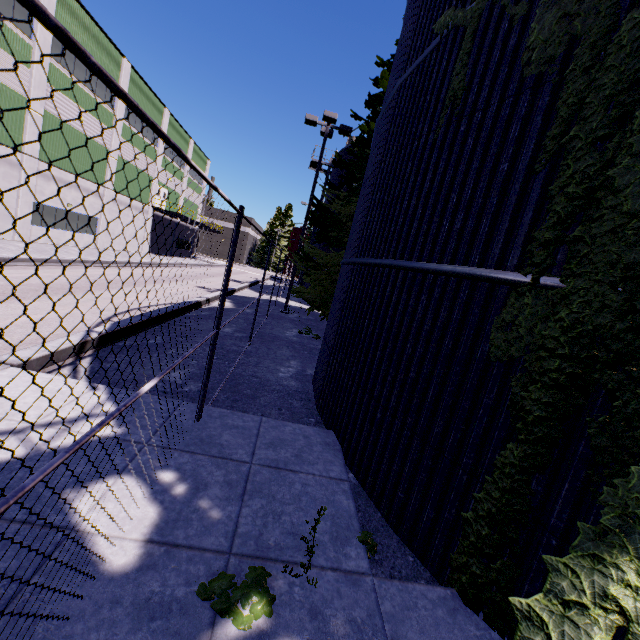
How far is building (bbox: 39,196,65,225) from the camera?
21.1m

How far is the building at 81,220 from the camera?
23.69m

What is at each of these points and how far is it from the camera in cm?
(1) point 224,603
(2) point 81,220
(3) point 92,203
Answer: (1) tree, 225
(2) building, 2488
(3) building, 2548

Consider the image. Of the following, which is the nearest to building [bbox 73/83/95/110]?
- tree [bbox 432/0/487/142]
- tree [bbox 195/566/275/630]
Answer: tree [bbox 432/0/487/142]

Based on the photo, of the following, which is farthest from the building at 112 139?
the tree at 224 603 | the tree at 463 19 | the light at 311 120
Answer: the tree at 224 603

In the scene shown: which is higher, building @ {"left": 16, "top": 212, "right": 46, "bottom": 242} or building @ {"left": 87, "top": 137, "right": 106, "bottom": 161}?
building @ {"left": 87, "top": 137, "right": 106, "bottom": 161}

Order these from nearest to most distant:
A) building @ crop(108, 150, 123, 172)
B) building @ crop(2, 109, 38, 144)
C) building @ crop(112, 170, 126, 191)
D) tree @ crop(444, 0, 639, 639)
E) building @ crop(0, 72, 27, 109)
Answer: tree @ crop(444, 0, 639, 639) < building @ crop(0, 72, 27, 109) < building @ crop(2, 109, 38, 144) < building @ crop(108, 150, 123, 172) < building @ crop(112, 170, 126, 191)
